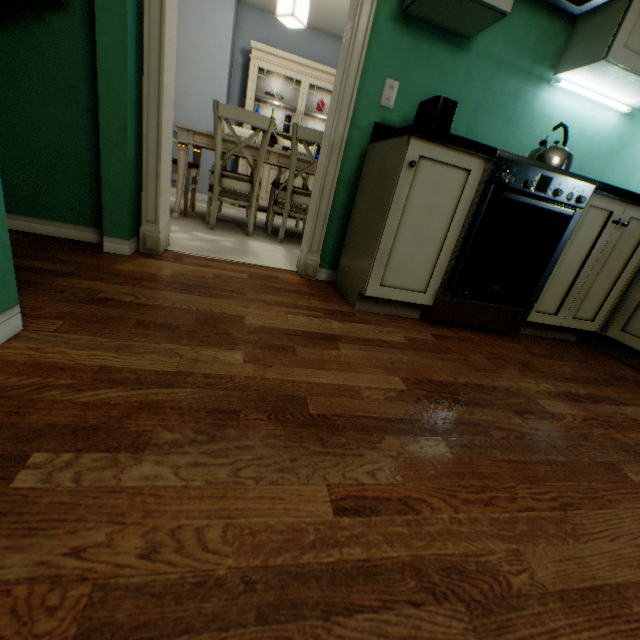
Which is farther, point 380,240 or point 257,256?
point 257,256

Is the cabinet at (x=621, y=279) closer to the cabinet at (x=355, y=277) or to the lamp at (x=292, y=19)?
the cabinet at (x=355, y=277)

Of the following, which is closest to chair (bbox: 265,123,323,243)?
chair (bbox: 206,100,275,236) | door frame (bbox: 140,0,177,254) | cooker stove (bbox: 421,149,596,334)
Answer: chair (bbox: 206,100,275,236)

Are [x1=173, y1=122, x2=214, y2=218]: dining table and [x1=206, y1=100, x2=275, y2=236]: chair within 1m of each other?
yes

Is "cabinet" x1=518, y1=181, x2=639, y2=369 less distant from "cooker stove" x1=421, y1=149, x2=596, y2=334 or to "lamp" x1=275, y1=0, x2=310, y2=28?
"cooker stove" x1=421, y1=149, x2=596, y2=334

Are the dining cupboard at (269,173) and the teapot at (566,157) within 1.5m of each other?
no

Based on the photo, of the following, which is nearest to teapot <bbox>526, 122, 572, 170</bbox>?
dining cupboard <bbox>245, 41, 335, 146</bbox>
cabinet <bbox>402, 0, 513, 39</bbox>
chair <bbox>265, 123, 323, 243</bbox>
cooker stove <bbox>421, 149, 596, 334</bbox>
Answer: cooker stove <bbox>421, 149, 596, 334</bbox>

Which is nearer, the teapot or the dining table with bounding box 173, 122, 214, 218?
the teapot
